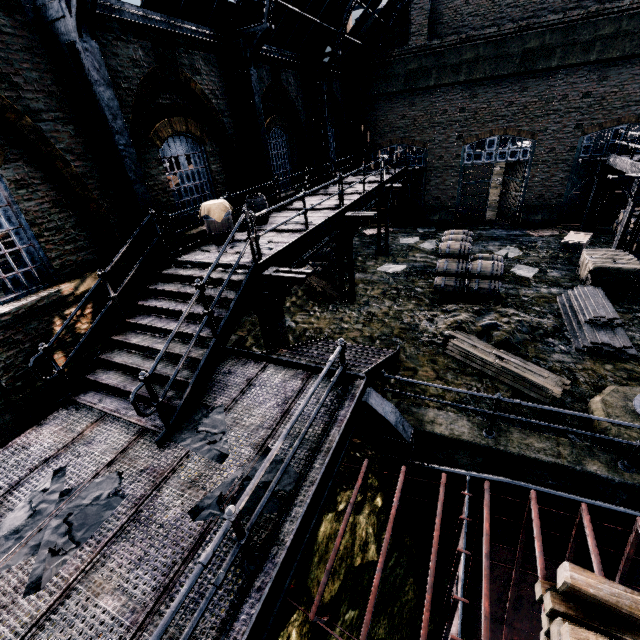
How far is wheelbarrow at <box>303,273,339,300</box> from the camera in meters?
14.3 m

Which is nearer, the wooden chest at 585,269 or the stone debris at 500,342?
the stone debris at 500,342

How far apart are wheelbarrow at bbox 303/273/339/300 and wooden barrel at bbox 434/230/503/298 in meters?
4.0 m

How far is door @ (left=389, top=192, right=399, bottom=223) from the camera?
23.11m

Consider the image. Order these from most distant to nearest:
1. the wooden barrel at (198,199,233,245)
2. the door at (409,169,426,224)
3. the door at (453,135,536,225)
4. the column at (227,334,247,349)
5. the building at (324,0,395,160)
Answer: the door at (409,169,426,224)
the door at (453,135,536,225)
the building at (324,0,395,160)
the column at (227,334,247,349)
the wooden barrel at (198,199,233,245)

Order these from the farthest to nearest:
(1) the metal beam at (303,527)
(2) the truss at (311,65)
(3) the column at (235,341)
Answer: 1. (2) the truss at (311,65)
2. (3) the column at (235,341)
3. (1) the metal beam at (303,527)

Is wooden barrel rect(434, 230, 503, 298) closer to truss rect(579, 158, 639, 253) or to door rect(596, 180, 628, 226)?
truss rect(579, 158, 639, 253)

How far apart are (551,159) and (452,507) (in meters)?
20.89
